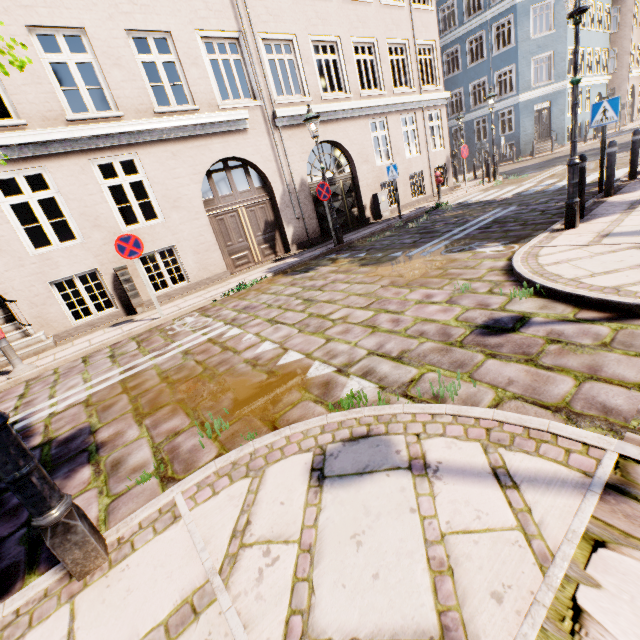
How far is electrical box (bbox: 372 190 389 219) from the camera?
13.4m

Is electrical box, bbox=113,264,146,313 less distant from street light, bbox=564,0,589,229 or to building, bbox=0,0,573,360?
street light, bbox=564,0,589,229

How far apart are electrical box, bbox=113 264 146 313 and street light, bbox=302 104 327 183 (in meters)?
5.94

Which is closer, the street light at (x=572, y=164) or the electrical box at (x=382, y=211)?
the street light at (x=572, y=164)

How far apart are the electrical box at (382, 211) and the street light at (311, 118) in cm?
401

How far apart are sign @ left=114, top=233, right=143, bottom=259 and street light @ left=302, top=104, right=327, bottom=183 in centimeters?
549cm

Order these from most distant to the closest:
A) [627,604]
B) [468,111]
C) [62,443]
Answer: [468,111] → [62,443] → [627,604]

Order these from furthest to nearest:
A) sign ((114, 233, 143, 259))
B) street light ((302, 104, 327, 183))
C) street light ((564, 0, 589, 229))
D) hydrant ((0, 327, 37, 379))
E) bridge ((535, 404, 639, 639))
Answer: street light ((302, 104, 327, 183))
sign ((114, 233, 143, 259))
hydrant ((0, 327, 37, 379))
street light ((564, 0, 589, 229))
bridge ((535, 404, 639, 639))
